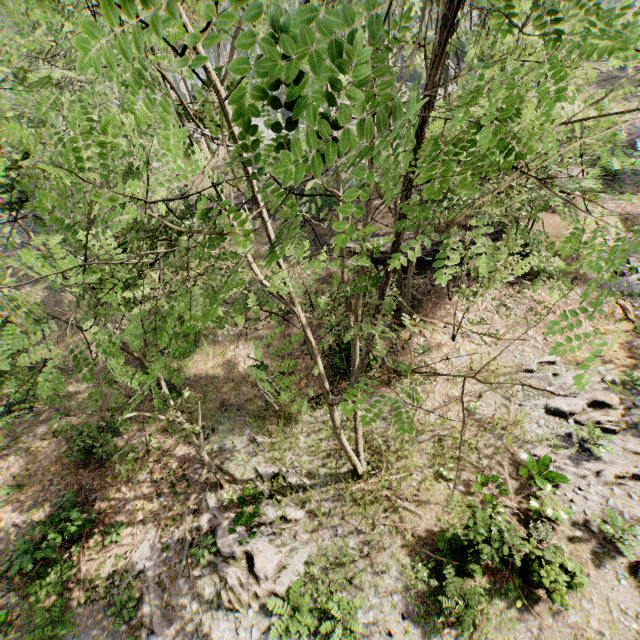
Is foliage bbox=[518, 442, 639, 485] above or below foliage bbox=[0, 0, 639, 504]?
below

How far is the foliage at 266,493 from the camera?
12.60m

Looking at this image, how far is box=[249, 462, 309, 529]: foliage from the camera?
12.60m

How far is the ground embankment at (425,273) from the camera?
20.56m

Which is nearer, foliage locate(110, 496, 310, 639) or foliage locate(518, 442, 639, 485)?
foliage locate(110, 496, 310, 639)

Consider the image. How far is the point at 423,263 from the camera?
21.2m

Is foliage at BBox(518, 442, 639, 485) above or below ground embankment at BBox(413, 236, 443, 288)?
below
